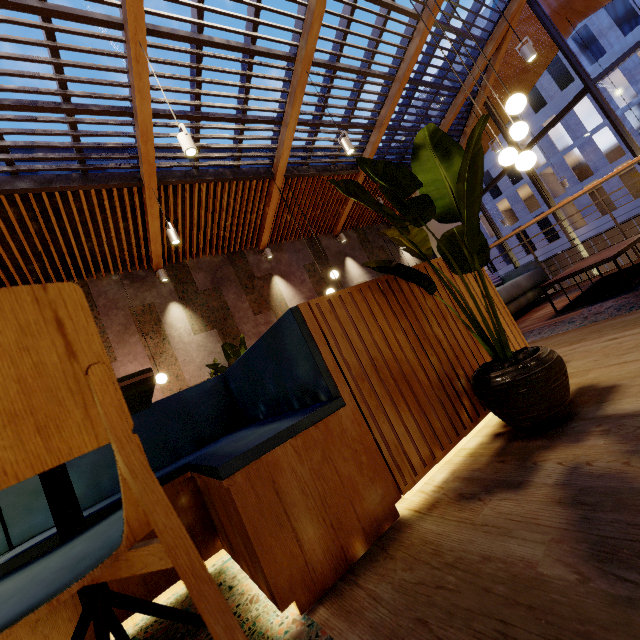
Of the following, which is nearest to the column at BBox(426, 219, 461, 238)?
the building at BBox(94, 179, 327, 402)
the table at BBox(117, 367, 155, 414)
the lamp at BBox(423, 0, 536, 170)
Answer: the building at BBox(94, 179, 327, 402)

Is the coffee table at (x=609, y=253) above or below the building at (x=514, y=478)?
above

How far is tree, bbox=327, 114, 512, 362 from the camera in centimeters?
111cm

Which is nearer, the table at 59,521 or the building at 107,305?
the table at 59,521

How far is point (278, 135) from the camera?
6.7m

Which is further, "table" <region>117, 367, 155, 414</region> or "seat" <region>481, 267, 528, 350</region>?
"seat" <region>481, 267, 528, 350</region>

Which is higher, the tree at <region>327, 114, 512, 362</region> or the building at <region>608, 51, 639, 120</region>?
the building at <region>608, 51, 639, 120</region>

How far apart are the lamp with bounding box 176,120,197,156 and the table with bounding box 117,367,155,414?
3.51m
